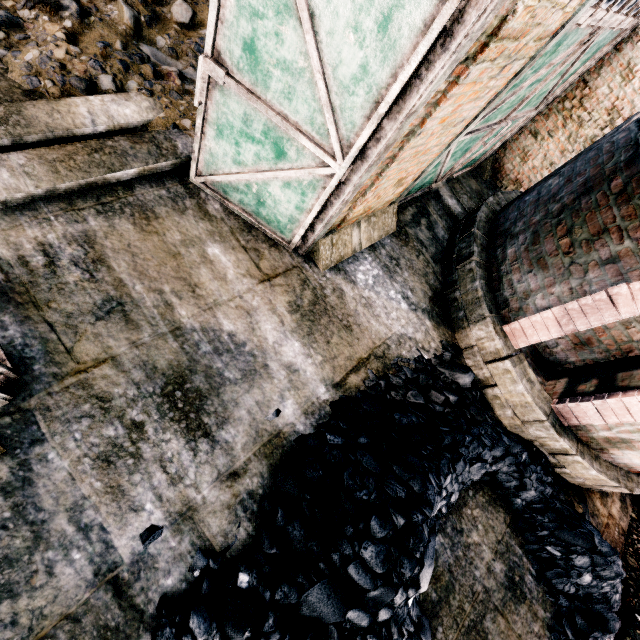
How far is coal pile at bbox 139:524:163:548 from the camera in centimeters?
327cm

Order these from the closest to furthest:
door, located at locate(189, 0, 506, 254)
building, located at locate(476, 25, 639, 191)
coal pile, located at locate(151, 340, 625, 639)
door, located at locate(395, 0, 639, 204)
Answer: door, located at locate(189, 0, 506, 254)
coal pile, located at locate(151, 340, 625, 639)
door, located at locate(395, 0, 639, 204)
building, located at locate(476, 25, 639, 191)

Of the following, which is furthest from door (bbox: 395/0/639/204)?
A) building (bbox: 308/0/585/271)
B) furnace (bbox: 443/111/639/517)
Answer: furnace (bbox: 443/111/639/517)

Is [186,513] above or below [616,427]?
below

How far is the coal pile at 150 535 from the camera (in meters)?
3.27

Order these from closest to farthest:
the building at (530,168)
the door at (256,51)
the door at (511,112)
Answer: the door at (256,51)
the door at (511,112)
the building at (530,168)

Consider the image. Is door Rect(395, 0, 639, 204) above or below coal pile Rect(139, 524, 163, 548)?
above

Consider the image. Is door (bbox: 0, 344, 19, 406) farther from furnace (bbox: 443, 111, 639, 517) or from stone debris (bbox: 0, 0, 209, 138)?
furnace (bbox: 443, 111, 639, 517)
